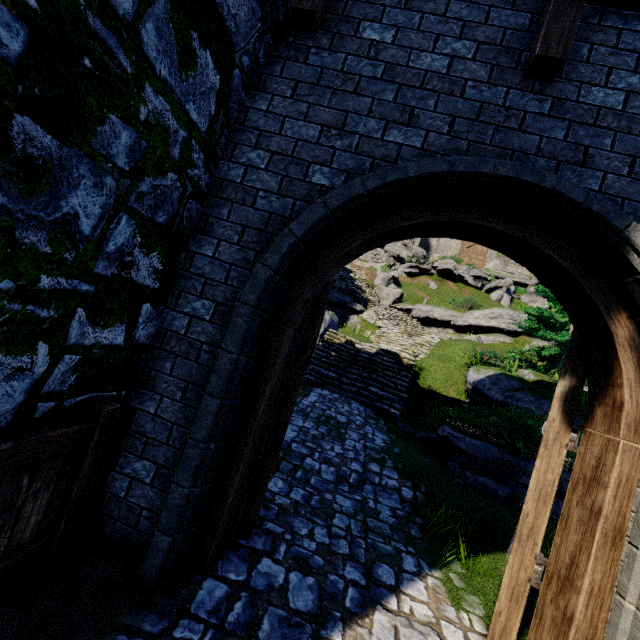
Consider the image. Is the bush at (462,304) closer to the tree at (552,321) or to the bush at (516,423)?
the tree at (552,321)

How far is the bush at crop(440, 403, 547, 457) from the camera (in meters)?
6.92

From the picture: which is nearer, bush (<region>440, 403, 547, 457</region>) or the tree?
bush (<region>440, 403, 547, 457</region>)

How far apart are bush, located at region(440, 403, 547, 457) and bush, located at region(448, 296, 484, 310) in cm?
1457

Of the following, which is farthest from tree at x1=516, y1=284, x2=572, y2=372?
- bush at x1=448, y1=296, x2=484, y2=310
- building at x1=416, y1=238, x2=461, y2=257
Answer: building at x1=416, y1=238, x2=461, y2=257

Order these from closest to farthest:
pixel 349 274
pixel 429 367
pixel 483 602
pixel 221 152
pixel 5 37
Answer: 1. pixel 5 37
2. pixel 221 152
3. pixel 483 602
4. pixel 429 367
5. pixel 349 274

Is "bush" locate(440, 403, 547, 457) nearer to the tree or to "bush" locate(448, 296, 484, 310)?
the tree

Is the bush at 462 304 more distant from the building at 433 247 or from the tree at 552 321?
the building at 433 247
